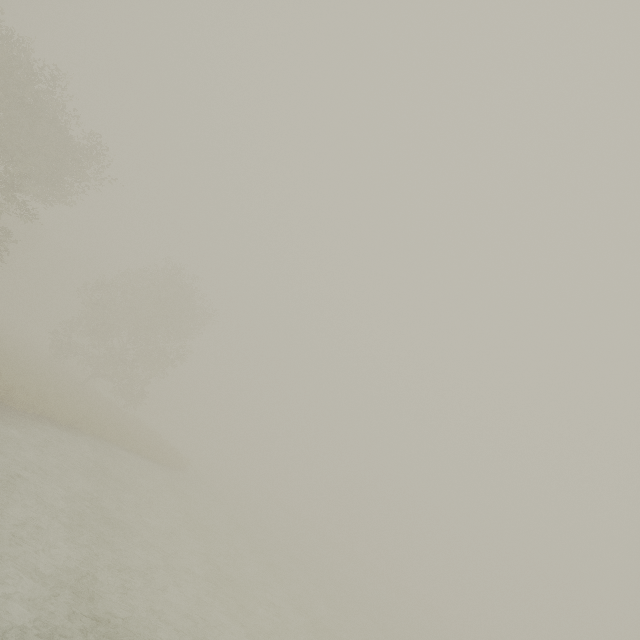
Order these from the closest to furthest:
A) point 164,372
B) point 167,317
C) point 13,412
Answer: point 13,412, point 167,317, point 164,372
